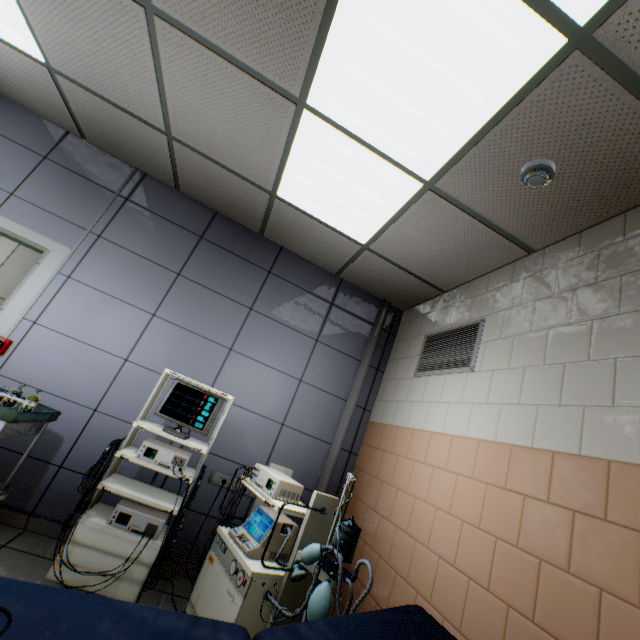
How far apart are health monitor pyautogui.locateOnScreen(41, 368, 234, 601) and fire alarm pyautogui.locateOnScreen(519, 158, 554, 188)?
2.5m

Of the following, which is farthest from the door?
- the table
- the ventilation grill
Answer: the ventilation grill

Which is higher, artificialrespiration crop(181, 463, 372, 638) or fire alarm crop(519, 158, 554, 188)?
fire alarm crop(519, 158, 554, 188)

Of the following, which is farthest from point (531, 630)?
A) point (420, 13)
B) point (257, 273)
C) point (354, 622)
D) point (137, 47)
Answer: point (137, 47)

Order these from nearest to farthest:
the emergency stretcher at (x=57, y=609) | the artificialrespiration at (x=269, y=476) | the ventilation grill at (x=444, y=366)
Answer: the emergency stretcher at (x=57, y=609), the artificialrespiration at (x=269, y=476), the ventilation grill at (x=444, y=366)

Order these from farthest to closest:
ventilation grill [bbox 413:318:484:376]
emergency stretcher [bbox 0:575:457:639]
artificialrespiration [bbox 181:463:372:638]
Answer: ventilation grill [bbox 413:318:484:376], artificialrespiration [bbox 181:463:372:638], emergency stretcher [bbox 0:575:457:639]

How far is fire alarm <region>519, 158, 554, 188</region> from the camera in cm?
179

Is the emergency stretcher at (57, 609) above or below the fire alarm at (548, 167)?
below
